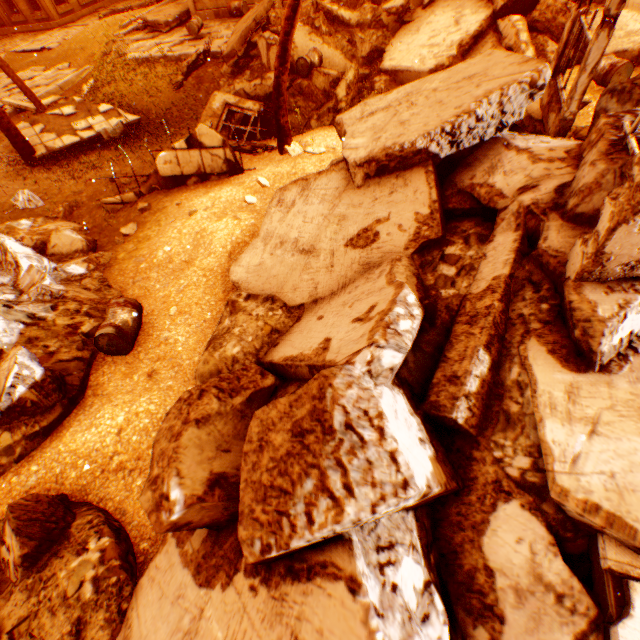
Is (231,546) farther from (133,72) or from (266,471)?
(133,72)

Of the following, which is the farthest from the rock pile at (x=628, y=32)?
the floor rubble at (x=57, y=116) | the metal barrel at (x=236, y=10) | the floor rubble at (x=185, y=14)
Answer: the floor rubble at (x=185, y=14)

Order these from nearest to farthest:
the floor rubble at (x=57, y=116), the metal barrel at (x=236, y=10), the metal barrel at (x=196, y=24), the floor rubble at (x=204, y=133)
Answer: the floor rubble at (x=204, y=133)
the floor rubble at (x=57, y=116)
the metal barrel at (x=196, y=24)
the metal barrel at (x=236, y=10)

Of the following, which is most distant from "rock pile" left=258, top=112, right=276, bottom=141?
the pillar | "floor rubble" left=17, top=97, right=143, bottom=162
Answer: "floor rubble" left=17, top=97, right=143, bottom=162

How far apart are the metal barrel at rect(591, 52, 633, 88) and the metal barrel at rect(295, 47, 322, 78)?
6.4m

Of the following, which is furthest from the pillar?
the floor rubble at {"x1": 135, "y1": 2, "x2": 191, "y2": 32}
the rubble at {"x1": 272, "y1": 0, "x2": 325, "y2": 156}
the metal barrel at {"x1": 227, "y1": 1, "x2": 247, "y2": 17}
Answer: the floor rubble at {"x1": 135, "y1": 2, "x2": 191, "y2": 32}

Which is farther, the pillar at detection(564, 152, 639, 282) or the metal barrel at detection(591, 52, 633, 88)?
the metal barrel at detection(591, 52, 633, 88)

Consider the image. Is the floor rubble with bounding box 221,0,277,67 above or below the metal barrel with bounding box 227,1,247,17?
above
